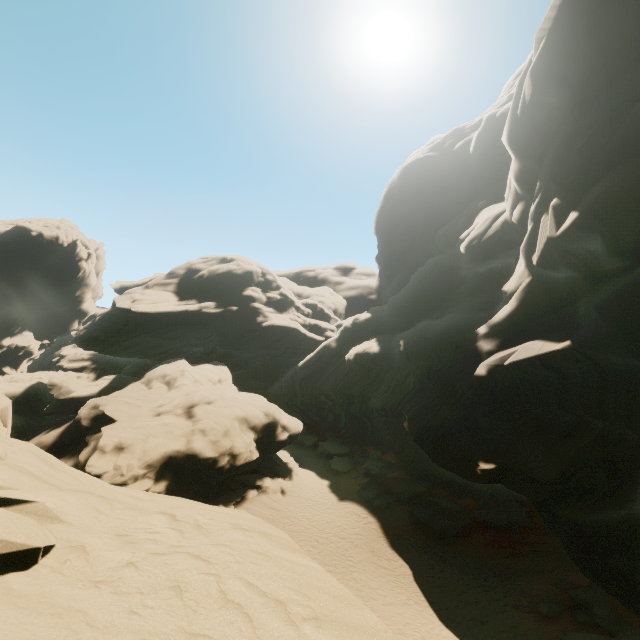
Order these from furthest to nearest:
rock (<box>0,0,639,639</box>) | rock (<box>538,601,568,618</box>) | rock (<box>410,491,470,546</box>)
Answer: rock (<box>410,491,470,546</box>)
rock (<box>538,601,568,618</box>)
rock (<box>0,0,639,639</box>)

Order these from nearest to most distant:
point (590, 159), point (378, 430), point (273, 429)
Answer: point (590, 159), point (273, 429), point (378, 430)

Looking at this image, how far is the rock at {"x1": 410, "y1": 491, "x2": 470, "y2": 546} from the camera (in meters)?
22.20

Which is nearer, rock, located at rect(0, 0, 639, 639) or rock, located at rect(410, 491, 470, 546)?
rock, located at rect(0, 0, 639, 639)

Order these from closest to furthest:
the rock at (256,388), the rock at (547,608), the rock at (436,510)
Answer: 1. the rock at (256,388)
2. the rock at (547,608)
3. the rock at (436,510)

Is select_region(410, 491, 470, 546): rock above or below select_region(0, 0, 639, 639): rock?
below

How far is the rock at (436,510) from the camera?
22.20m
